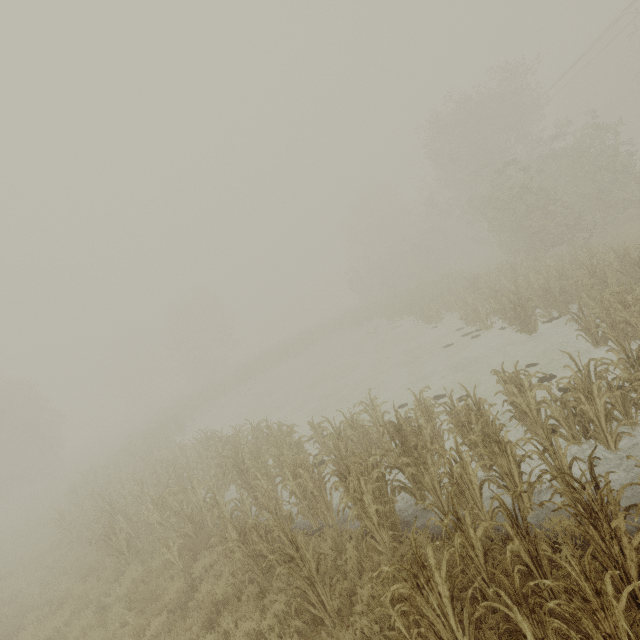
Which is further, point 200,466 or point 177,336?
point 177,336
